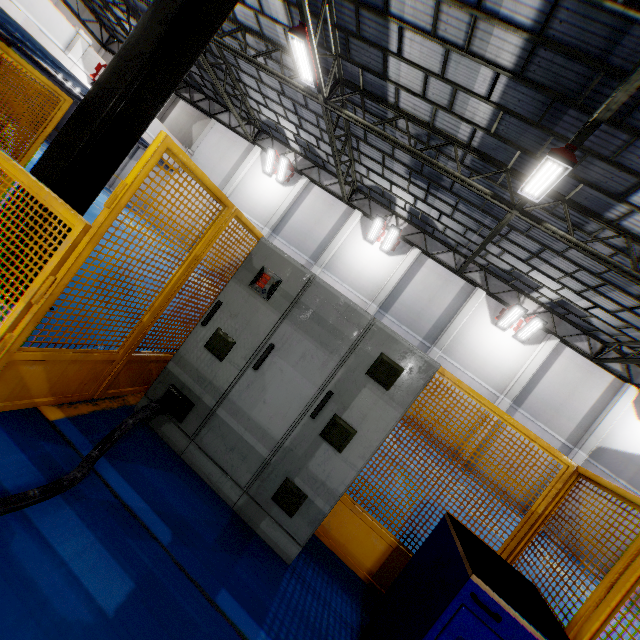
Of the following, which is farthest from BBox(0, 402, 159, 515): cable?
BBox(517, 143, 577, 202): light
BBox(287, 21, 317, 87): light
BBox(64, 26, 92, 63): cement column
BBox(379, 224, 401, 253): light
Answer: BBox(64, 26, 92, 63): cement column

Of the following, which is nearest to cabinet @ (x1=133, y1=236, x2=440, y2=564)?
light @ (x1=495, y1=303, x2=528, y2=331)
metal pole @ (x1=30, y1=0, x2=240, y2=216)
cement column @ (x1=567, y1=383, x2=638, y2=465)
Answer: metal pole @ (x1=30, y1=0, x2=240, y2=216)

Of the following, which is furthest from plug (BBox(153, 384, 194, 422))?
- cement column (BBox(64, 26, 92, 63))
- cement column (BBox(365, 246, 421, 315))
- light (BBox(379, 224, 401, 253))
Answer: cement column (BBox(64, 26, 92, 63))

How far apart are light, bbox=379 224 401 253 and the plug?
15.82m

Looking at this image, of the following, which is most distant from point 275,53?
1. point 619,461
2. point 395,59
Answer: point 619,461

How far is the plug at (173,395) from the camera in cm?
288

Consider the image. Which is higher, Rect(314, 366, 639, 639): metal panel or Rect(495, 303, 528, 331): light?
Rect(495, 303, 528, 331): light

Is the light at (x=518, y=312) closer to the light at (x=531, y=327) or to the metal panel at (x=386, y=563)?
the light at (x=531, y=327)
